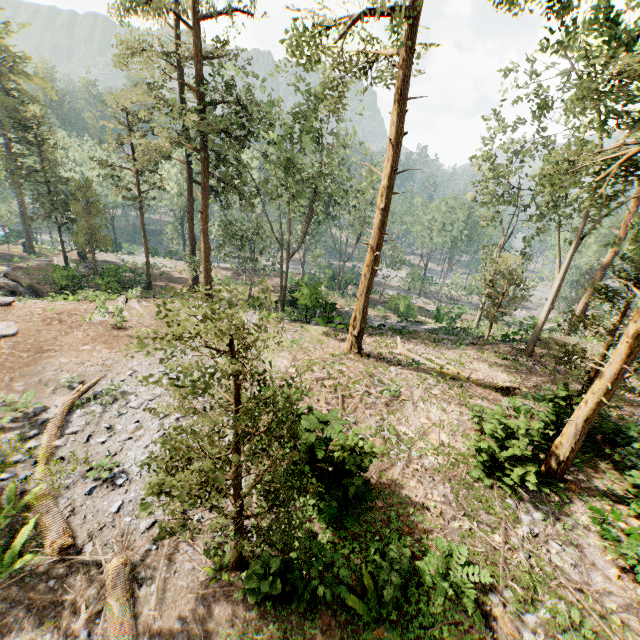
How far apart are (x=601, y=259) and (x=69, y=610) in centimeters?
4023cm

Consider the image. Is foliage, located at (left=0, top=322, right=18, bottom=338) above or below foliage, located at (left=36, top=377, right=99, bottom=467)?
below

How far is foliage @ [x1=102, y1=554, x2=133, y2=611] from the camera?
6.6 meters

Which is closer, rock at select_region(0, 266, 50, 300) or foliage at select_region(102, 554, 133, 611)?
foliage at select_region(102, 554, 133, 611)

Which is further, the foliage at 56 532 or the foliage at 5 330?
the foliage at 5 330

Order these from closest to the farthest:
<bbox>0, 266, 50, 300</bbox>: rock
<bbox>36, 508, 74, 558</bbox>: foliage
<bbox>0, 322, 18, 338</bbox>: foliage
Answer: <bbox>36, 508, 74, 558</bbox>: foliage
<bbox>0, 322, 18, 338</bbox>: foliage
<bbox>0, 266, 50, 300</bbox>: rock
